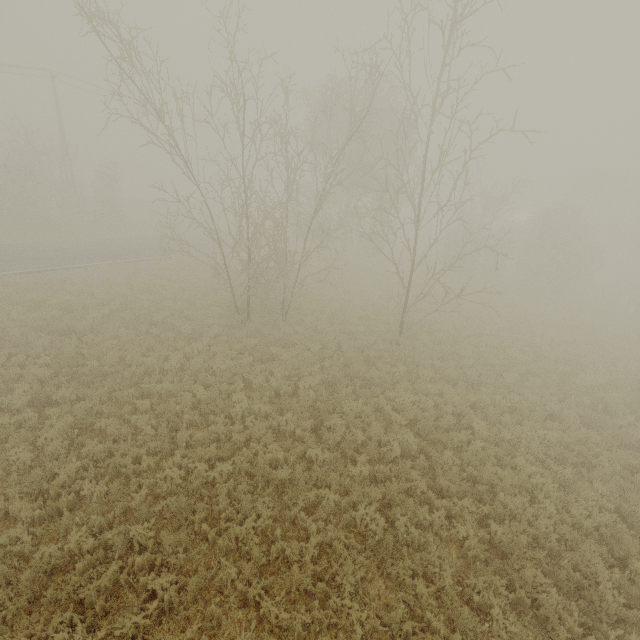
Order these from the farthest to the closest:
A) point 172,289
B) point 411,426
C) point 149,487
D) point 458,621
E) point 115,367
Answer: point 172,289 < point 115,367 < point 411,426 < point 149,487 < point 458,621
